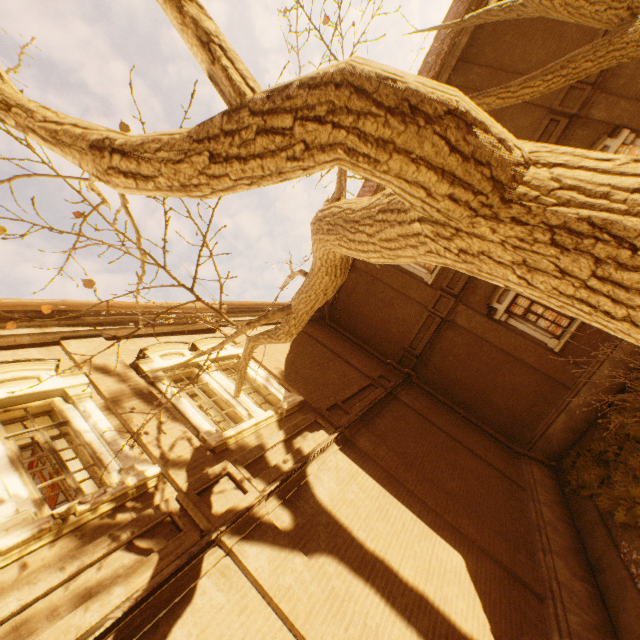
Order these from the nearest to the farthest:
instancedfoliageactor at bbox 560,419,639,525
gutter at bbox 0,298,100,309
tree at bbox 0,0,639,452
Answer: tree at bbox 0,0,639,452 → gutter at bbox 0,298,100,309 → instancedfoliageactor at bbox 560,419,639,525

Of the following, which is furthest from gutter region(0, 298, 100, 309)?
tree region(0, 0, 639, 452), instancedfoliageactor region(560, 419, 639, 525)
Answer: instancedfoliageactor region(560, 419, 639, 525)

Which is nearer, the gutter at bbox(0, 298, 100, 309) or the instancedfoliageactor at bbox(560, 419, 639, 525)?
the gutter at bbox(0, 298, 100, 309)

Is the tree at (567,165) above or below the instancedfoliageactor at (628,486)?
above

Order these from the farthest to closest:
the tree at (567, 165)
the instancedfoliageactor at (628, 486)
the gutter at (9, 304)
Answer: the instancedfoliageactor at (628, 486) → the gutter at (9, 304) → the tree at (567, 165)

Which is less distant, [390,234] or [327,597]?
[390,234]
